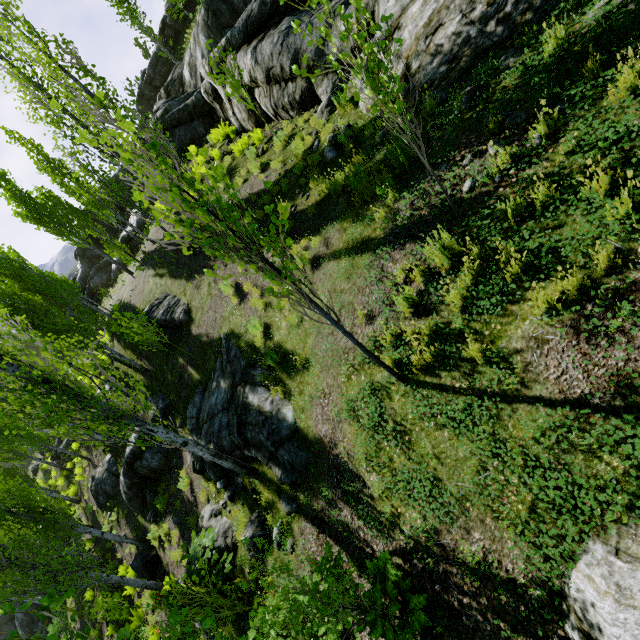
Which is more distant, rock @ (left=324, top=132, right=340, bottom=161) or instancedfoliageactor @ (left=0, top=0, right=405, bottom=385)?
rock @ (left=324, top=132, right=340, bottom=161)

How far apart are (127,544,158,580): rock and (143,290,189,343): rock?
8.4 meters

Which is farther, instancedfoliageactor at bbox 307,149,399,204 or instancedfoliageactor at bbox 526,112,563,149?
instancedfoliageactor at bbox 307,149,399,204

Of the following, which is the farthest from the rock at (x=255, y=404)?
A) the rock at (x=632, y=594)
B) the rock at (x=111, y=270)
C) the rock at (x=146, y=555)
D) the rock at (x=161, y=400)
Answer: the rock at (x=111, y=270)

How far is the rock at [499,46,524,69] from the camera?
4.5 meters

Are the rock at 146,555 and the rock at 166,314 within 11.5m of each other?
yes

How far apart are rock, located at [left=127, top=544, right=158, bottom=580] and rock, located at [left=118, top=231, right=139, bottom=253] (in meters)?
26.00

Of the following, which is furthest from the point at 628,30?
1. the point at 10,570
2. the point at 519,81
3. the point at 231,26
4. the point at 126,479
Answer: the point at 231,26
